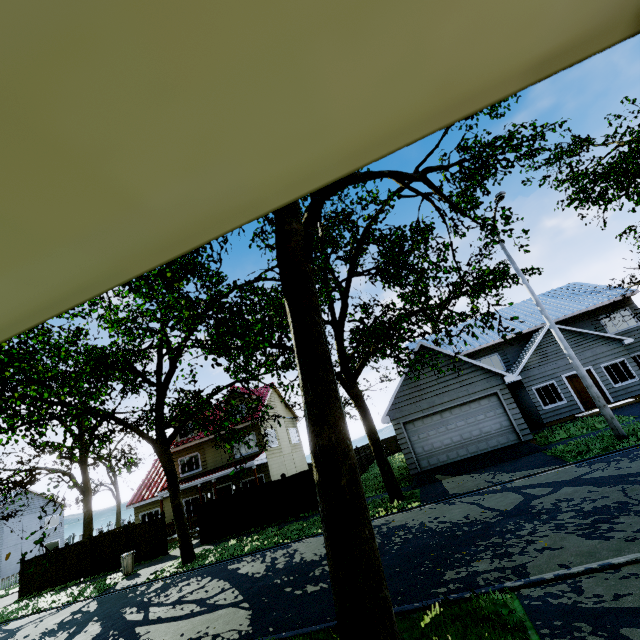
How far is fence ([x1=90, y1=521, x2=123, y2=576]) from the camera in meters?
19.5 m

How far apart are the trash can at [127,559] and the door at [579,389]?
26.5m

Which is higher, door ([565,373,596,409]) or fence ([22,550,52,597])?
door ([565,373,596,409])

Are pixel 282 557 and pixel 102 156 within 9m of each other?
no

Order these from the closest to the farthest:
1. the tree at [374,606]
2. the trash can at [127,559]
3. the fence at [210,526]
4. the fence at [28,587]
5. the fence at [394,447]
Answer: the tree at [374,606] → the trash can at [127,559] → the fence at [210,526] → the fence at [28,587] → the fence at [394,447]

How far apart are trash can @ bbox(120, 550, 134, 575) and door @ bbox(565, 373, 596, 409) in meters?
26.5

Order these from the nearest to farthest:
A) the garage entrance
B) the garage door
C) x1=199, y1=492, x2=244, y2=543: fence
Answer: the garage entrance
the garage door
x1=199, y1=492, x2=244, y2=543: fence

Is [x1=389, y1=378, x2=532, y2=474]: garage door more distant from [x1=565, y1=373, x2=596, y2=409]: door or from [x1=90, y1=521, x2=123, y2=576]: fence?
[x1=565, y1=373, x2=596, y2=409]: door
